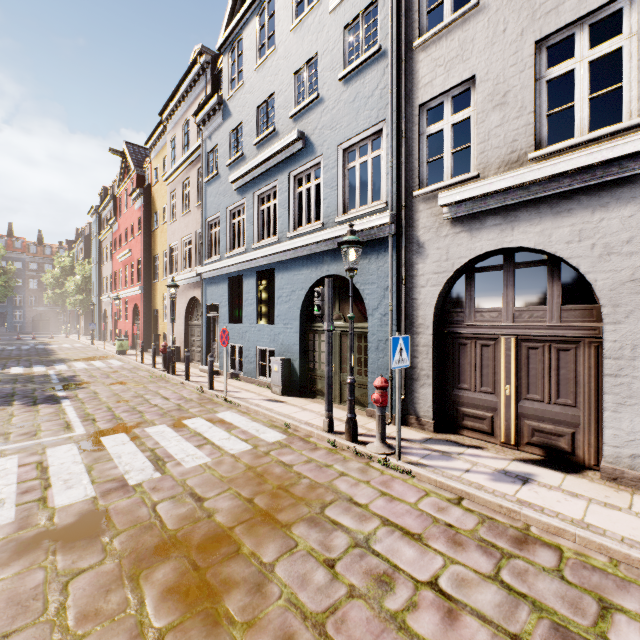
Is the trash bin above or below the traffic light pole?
above

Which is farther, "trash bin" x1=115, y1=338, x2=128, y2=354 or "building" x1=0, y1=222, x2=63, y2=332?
"building" x1=0, y1=222, x2=63, y2=332

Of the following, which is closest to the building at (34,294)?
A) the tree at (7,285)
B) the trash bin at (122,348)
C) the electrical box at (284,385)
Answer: the electrical box at (284,385)

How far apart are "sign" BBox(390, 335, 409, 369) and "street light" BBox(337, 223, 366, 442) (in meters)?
1.00

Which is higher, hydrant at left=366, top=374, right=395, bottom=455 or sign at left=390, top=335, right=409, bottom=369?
sign at left=390, top=335, right=409, bottom=369

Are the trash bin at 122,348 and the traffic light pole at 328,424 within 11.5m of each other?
no

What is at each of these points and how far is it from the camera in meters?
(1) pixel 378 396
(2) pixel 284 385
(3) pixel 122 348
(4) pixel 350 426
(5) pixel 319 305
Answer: (1) hydrant, 5.2 m
(2) electrical box, 9.2 m
(3) trash bin, 20.0 m
(4) street light, 5.7 m
(5) pedestrian light, 6.4 m

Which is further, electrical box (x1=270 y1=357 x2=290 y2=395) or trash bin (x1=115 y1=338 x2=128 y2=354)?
trash bin (x1=115 y1=338 x2=128 y2=354)
